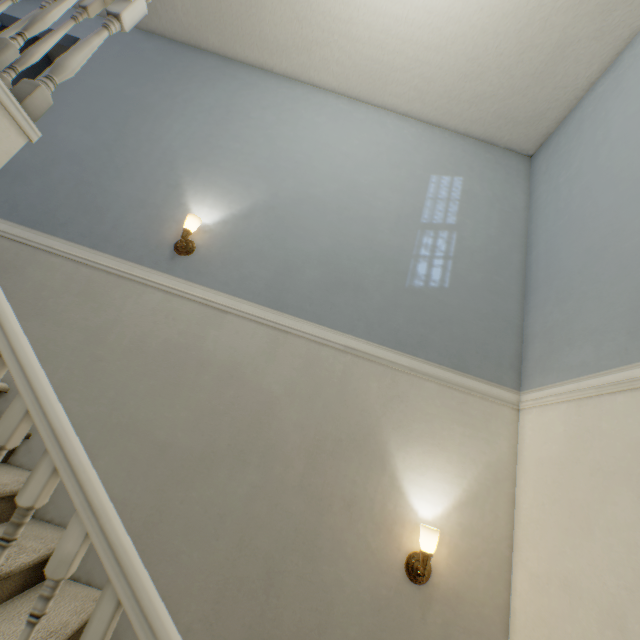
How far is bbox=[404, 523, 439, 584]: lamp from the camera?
1.7m

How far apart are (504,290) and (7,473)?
3.3 meters

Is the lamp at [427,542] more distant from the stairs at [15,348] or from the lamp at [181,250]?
the lamp at [181,250]

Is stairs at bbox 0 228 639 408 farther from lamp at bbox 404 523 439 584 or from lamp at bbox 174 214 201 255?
lamp at bbox 404 523 439 584

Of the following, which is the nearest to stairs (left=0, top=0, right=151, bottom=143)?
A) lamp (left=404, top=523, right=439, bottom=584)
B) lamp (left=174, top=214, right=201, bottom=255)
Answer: lamp (left=174, top=214, right=201, bottom=255)

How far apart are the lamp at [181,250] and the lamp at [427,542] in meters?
2.3

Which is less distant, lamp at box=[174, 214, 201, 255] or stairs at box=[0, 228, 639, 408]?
stairs at box=[0, 228, 639, 408]
